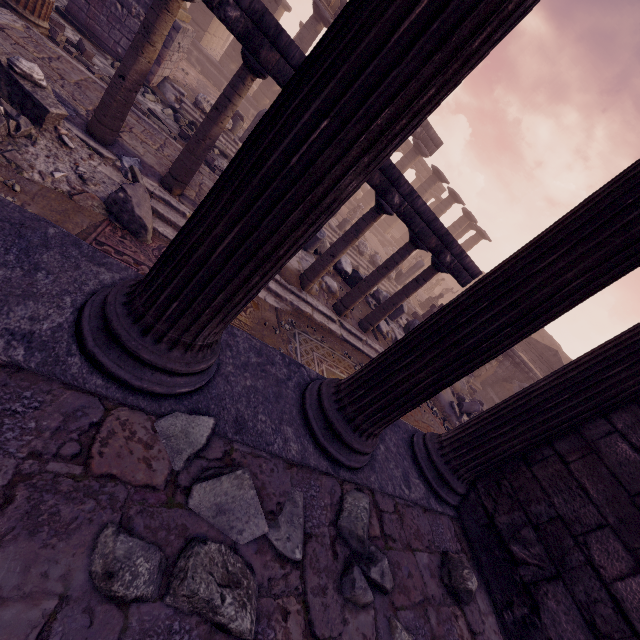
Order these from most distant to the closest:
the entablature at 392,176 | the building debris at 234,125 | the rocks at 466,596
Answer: the building debris at 234,125 → the entablature at 392,176 → the rocks at 466,596

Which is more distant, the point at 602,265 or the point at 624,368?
the point at 624,368

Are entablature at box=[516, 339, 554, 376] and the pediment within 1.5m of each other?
yes

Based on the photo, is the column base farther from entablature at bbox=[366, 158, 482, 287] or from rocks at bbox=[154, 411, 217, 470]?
rocks at bbox=[154, 411, 217, 470]

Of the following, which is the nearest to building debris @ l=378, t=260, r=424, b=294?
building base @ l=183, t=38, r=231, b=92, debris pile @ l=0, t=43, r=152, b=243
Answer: building base @ l=183, t=38, r=231, b=92

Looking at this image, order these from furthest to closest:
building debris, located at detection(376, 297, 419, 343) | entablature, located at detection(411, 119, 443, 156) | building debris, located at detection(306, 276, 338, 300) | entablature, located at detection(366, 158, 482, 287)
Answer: entablature, located at detection(411, 119, 443, 156), building debris, located at detection(376, 297, 419, 343), building debris, located at detection(306, 276, 338, 300), entablature, located at detection(366, 158, 482, 287)

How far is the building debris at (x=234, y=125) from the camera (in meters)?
11.50

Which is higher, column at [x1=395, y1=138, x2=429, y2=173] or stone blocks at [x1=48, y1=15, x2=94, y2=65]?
column at [x1=395, y1=138, x2=429, y2=173]
